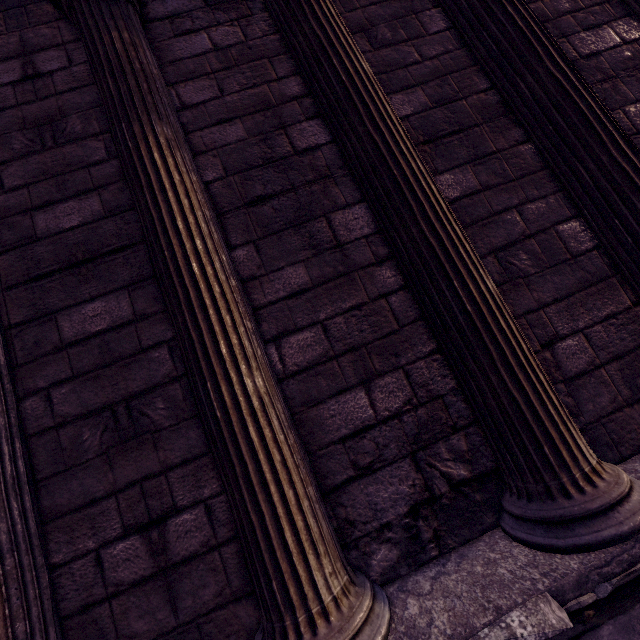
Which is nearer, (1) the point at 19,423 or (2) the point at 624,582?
(2) the point at 624,582
